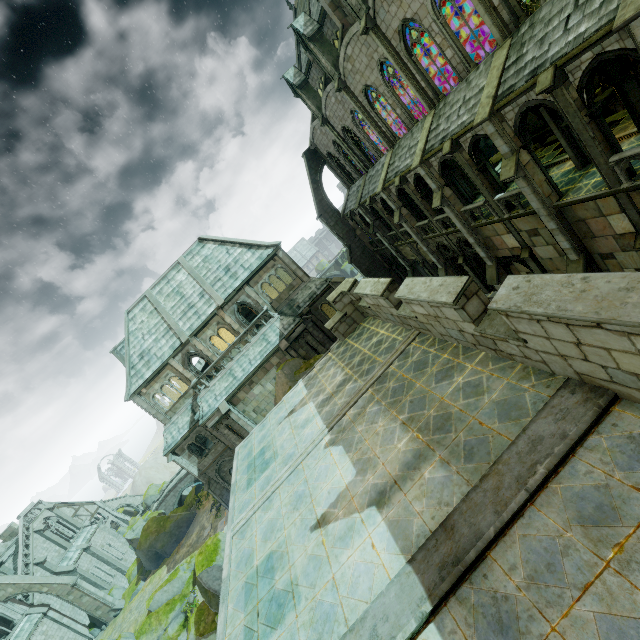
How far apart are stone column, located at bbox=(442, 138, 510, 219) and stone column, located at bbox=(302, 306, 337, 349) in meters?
14.8

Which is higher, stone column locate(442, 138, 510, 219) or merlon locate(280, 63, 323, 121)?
merlon locate(280, 63, 323, 121)

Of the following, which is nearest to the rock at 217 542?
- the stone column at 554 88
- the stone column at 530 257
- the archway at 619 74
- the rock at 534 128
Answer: the stone column at 530 257

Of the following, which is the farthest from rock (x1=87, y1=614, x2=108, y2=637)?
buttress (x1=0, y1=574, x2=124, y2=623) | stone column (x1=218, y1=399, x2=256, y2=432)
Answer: stone column (x1=218, y1=399, x2=256, y2=432)

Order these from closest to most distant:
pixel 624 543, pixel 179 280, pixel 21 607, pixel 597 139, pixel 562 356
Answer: pixel 624 543, pixel 562 356, pixel 597 139, pixel 179 280, pixel 21 607

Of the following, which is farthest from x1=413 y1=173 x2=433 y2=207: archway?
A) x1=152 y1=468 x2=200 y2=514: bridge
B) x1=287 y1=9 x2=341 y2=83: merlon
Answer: x1=152 y1=468 x2=200 y2=514: bridge

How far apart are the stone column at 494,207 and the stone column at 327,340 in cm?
1483

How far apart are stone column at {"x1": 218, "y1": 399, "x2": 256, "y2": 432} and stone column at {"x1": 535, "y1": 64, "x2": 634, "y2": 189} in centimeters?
2543cm
